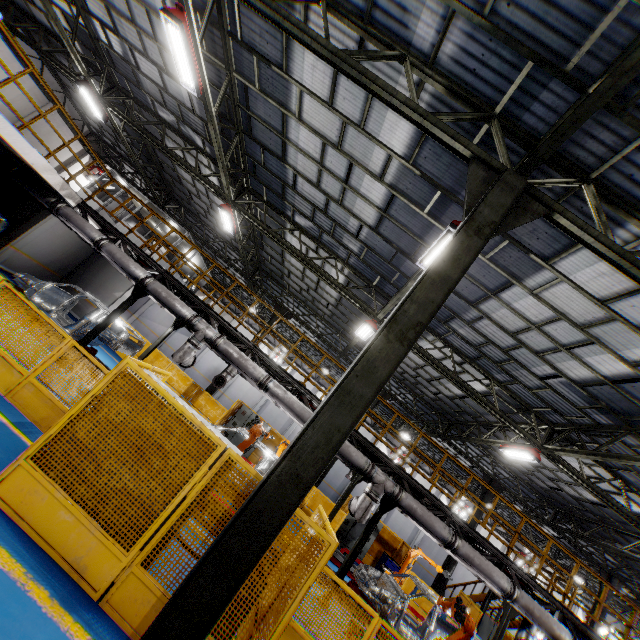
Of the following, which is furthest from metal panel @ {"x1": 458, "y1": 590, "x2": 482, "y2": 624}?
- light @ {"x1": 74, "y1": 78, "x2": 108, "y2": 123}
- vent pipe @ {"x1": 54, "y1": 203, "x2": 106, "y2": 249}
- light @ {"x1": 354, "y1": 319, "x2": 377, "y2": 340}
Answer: light @ {"x1": 74, "y1": 78, "x2": 108, "y2": 123}

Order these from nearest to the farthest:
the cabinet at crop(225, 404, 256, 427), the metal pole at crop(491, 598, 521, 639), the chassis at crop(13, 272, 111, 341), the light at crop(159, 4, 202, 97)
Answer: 1. the light at crop(159, 4, 202, 97)
2. the chassis at crop(13, 272, 111, 341)
3. the metal pole at crop(491, 598, 521, 639)
4. the cabinet at crop(225, 404, 256, 427)

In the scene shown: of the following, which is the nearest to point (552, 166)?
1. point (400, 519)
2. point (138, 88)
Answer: point (138, 88)

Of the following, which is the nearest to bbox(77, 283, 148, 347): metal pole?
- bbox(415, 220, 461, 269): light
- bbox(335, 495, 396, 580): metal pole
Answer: bbox(415, 220, 461, 269): light

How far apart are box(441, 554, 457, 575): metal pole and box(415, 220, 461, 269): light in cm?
1624

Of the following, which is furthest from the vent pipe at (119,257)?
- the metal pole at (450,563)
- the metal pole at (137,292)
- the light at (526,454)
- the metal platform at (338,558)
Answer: the metal pole at (450,563)

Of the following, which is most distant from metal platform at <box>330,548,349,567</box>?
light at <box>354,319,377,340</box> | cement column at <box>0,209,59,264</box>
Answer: cement column at <box>0,209,59,264</box>

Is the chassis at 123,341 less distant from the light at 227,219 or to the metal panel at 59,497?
the metal panel at 59,497
